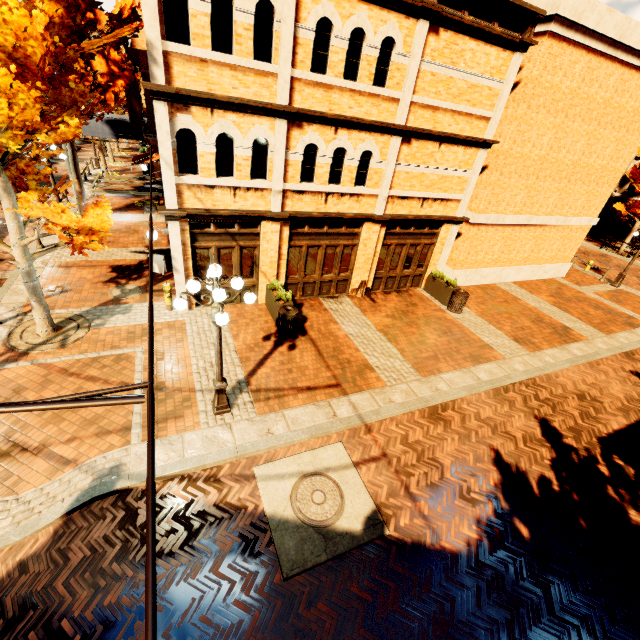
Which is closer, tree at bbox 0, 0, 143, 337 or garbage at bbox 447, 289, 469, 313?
tree at bbox 0, 0, 143, 337

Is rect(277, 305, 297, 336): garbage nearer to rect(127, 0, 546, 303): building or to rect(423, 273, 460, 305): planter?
rect(127, 0, 546, 303): building

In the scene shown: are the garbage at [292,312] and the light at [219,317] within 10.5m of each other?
yes

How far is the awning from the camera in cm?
2017

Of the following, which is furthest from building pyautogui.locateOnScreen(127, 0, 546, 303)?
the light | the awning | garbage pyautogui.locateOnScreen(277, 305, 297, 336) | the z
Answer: the light

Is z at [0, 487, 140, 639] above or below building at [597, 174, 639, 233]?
below

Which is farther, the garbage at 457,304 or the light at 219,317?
the garbage at 457,304

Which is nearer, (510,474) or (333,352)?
(510,474)
